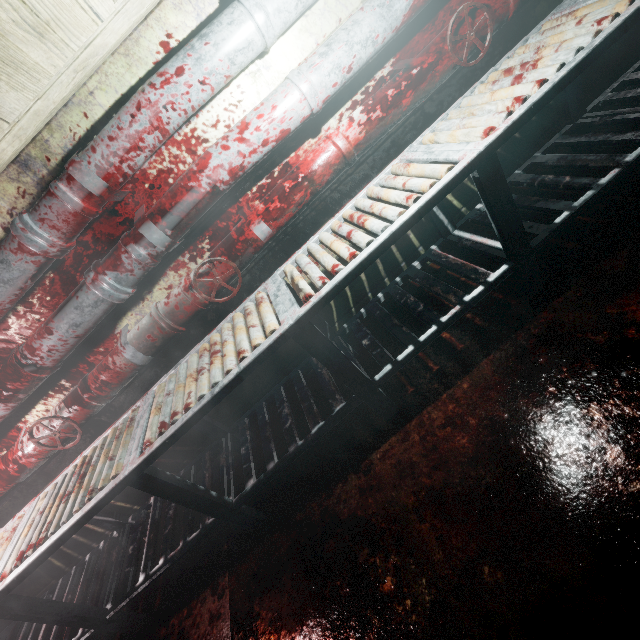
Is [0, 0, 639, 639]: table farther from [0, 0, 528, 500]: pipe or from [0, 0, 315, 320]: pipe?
[0, 0, 315, 320]: pipe

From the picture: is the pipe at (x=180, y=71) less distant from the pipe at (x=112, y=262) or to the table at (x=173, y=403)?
the pipe at (x=112, y=262)

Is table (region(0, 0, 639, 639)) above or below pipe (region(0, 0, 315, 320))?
below

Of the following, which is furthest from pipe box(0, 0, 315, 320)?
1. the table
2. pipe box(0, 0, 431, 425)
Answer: the table

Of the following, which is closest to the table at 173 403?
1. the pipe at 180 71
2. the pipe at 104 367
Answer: the pipe at 104 367

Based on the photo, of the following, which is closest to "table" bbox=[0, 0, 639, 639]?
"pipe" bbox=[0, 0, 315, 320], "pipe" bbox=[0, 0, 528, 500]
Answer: "pipe" bbox=[0, 0, 528, 500]

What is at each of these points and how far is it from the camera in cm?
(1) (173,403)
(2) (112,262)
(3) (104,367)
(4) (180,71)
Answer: (1) table, 154
(2) pipe, 157
(3) pipe, 180
(4) pipe, 133

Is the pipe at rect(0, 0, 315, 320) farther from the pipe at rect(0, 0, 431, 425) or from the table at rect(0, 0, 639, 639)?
the table at rect(0, 0, 639, 639)
